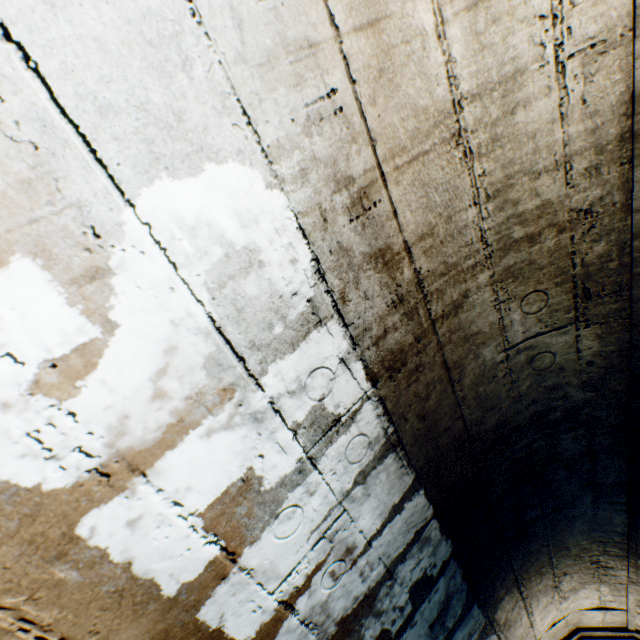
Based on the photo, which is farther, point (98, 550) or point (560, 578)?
point (560, 578)
